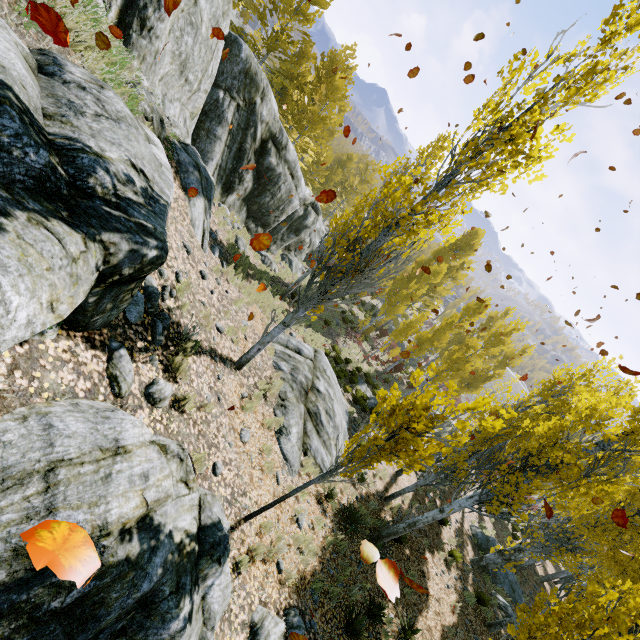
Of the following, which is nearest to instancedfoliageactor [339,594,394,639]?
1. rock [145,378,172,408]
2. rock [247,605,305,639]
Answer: rock [247,605,305,639]

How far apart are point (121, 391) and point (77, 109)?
3.08m

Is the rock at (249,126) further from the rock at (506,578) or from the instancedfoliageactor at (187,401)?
the rock at (506,578)

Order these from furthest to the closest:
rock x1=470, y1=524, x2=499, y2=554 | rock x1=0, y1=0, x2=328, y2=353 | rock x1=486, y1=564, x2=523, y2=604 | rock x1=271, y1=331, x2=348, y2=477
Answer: rock x1=470, y1=524, x2=499, y2=554 → rock x1=486, y1=564, x2=523, y2=604 → rock x1=271, y1=331, x2=348, y2=477 → rock x1=0, y1=0, x2=328, y2=353

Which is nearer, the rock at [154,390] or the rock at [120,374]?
the rock at [120,374]

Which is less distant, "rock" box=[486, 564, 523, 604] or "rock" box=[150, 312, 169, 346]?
"rock" box=[150, 312, 169, 346]

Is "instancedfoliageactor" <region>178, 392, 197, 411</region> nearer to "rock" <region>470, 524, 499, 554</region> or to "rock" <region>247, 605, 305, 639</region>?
"rock" <region>470, 524, 499, 554</region>
